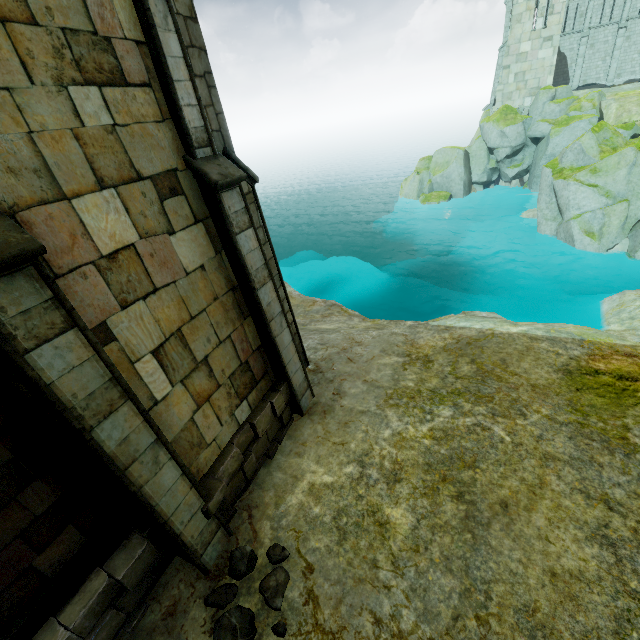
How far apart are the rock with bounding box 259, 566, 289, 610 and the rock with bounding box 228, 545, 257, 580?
0.2m

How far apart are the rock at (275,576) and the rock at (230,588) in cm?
39

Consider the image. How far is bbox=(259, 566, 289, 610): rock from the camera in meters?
5.1 m

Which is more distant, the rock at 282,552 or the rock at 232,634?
the rock at 282,552

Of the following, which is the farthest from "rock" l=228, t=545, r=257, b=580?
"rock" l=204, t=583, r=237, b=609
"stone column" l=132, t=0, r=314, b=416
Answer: "stone column" l=132, t=0, r=314, b=416

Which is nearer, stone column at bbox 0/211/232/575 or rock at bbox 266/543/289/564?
stone column at bbox 0/211/232/575

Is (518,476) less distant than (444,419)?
Yes
